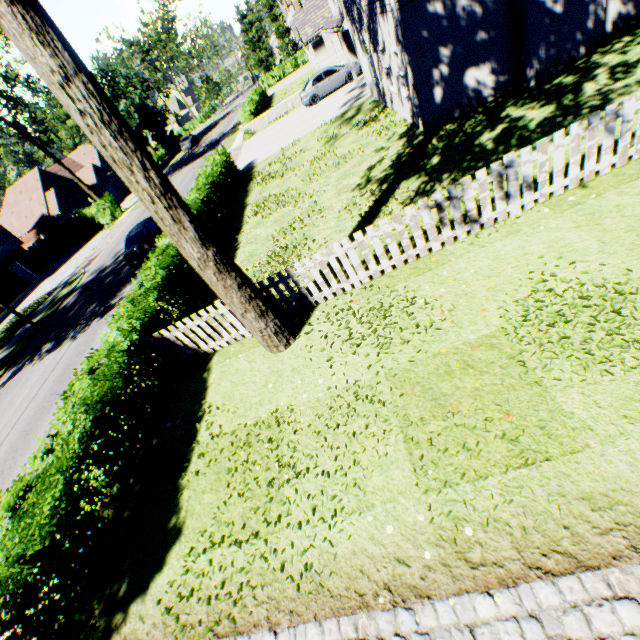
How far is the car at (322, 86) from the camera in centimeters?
2333cm

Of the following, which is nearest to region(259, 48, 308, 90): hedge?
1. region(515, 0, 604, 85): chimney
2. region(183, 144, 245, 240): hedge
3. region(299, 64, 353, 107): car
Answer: region(299, 64, 353, 107): car

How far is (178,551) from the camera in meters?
5.1 m

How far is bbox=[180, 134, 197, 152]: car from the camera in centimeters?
4684cm

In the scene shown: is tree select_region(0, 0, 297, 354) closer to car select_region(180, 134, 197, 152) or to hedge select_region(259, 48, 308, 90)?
car select_region(180, 134, 197, 152)

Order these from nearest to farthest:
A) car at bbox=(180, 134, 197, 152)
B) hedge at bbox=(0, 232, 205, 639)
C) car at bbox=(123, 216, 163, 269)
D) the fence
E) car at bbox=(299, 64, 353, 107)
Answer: hedge at bbox=(0, 232, 205, 639) → the fence → car at bbox=(123, 216, 163, 269) → car at bbox=(299, 64, 353, 107) → car at bbox=(180, 134, 197, 152)

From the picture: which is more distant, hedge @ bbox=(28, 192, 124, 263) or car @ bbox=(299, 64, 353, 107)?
hedge @ bbox=(28, 192, 124, 263)

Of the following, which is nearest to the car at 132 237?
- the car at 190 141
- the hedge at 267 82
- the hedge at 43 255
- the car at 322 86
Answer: the car at 322 86
